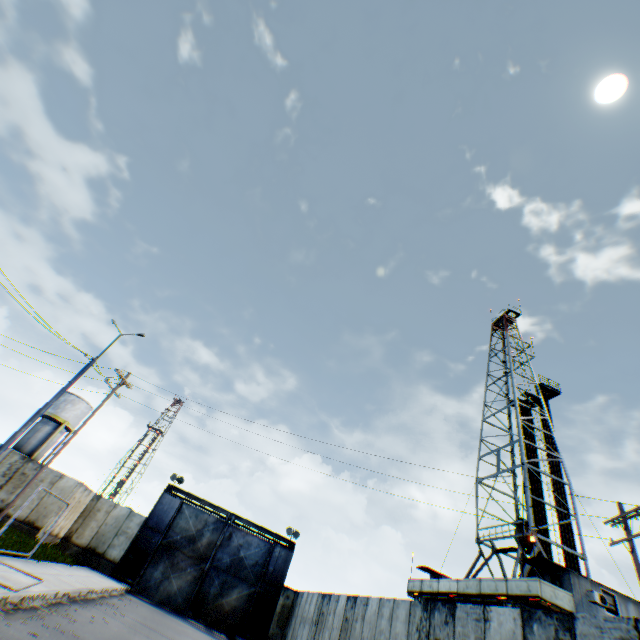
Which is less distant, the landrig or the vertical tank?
the landrig

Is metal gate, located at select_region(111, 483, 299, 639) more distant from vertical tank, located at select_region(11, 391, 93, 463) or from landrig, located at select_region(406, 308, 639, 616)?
vertical tank, located at select_region(11, 391, 93, 463)

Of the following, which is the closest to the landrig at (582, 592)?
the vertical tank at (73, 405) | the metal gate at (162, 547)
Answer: the metal gate at (162, 547)

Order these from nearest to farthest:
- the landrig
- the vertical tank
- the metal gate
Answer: the landrig
the metal gate
the vertical tank

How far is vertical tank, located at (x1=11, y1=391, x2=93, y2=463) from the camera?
36.00m

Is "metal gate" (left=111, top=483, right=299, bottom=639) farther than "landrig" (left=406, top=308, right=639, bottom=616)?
Yes

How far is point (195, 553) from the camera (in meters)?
23.11
